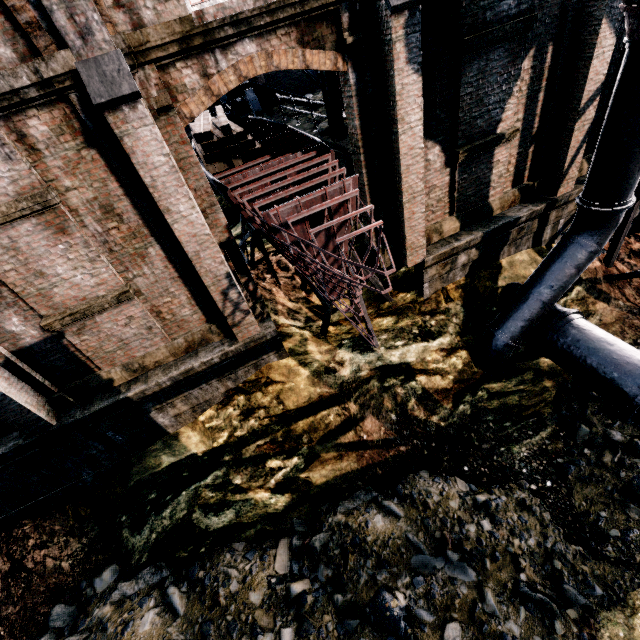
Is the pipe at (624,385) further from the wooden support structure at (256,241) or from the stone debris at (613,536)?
the wooden support structure at (256,241)

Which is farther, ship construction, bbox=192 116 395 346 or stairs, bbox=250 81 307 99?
stairs, bbox=250 81 307 99

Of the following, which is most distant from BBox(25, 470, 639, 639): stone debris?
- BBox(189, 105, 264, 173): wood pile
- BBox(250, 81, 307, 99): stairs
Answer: BBox(250, 81, 307, 99): stairs

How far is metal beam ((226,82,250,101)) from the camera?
16.6 meters

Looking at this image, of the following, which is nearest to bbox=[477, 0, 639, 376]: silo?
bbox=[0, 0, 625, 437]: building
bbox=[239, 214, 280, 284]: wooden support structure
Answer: bbox=[0, 0, 625, 437]: building

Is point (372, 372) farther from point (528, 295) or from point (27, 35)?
point (27, 35)

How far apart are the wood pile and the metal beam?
1.9m

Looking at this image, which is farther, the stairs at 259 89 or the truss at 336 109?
the stairs at 259 89
